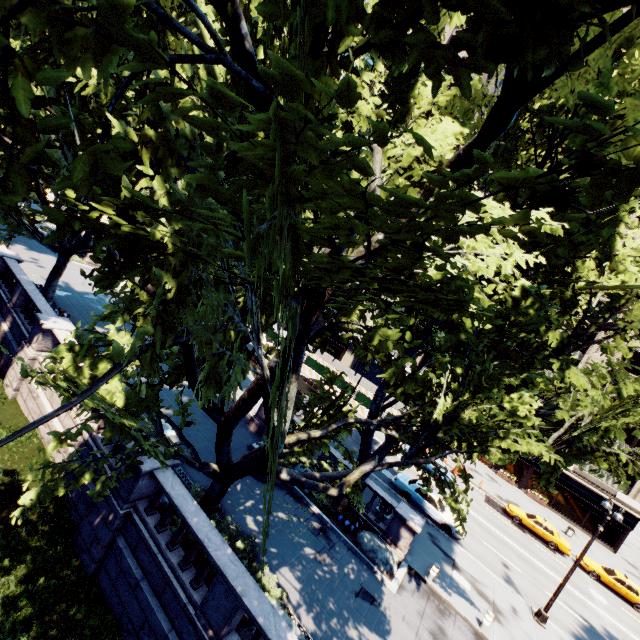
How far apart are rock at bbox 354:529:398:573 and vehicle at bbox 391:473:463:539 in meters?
6.7 m

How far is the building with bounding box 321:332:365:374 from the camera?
54.8m

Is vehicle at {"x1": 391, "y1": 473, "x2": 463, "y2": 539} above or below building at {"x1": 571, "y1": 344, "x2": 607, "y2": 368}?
below

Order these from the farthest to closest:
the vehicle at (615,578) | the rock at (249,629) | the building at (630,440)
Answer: the building at (630,440)
the vehicle at (615,578)
the rock at (249,629)

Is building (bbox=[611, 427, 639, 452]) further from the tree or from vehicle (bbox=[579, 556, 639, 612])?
vehicle (bbox=[579, 556, 639, 612])

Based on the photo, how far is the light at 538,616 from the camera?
15.69m

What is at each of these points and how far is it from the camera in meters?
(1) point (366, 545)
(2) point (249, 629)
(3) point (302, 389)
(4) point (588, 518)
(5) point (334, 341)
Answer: (1) rock, 15.2 m
(2) rock, 9.2 m
(3) bus stop, 25.5 m
(4) building, 37.1 m
(5) building, 56.4 m

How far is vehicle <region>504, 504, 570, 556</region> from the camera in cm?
2756
